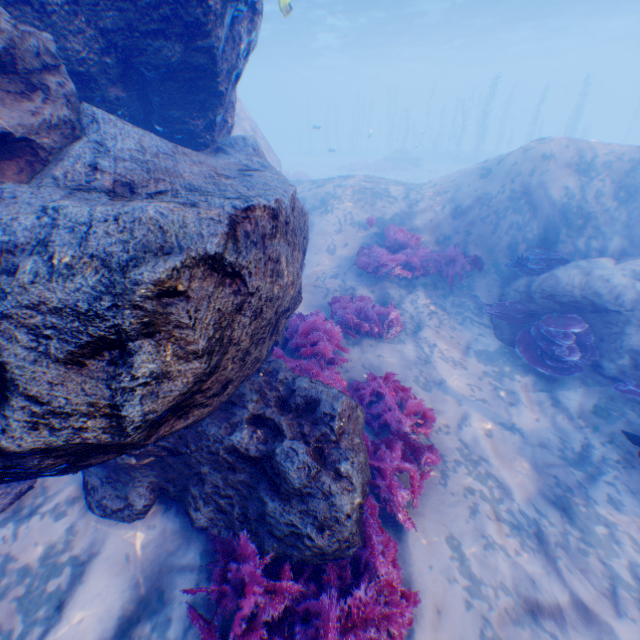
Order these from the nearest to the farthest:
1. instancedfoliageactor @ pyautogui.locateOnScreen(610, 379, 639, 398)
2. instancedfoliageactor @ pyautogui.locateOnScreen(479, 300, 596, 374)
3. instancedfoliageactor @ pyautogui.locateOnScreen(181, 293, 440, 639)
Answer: instancedfoliageactor @ pyautogui.locateOnScreen(181, 293, 440, 639)
instancedfoliageactor @ pyautogui.locateOnScreen(610, 379, 639, 398)
instancedfoliageactor @ pyautogui.locateOnScreen(479, 300, 596, 374)

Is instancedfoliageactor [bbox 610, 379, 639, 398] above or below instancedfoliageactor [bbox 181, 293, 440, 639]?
below

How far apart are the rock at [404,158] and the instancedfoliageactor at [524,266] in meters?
27.3 m

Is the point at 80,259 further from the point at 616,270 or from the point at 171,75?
the point at 616,270

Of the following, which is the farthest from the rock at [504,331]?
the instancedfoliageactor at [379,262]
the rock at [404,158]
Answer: the rock at [404,158]

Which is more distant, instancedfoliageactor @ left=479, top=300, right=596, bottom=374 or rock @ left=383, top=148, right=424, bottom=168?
rock @ left=383, top=148, right=424, bottom=168

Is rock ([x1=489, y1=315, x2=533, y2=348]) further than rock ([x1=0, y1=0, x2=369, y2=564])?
Yes

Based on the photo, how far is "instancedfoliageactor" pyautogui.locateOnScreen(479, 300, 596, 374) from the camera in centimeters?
637cm
